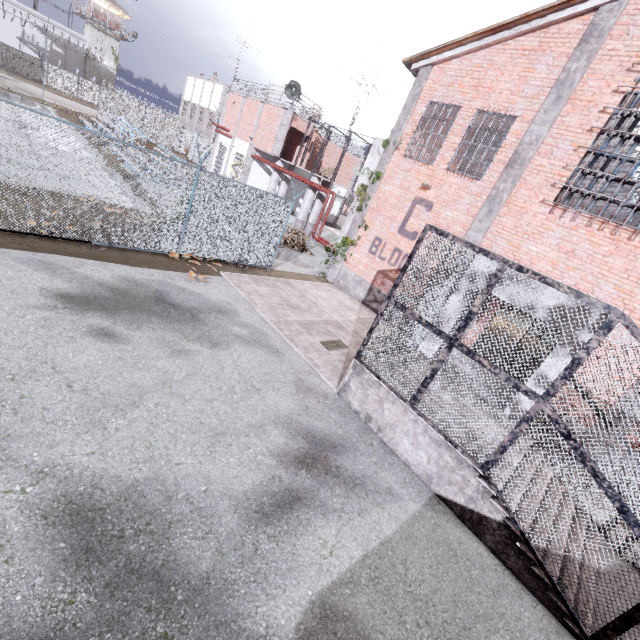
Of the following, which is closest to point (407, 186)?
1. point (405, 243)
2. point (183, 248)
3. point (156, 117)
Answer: point (405, 243)

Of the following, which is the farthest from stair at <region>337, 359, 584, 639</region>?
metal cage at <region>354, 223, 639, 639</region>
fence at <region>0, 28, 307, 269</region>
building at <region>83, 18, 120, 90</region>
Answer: building at <region>83, 18, 120, 90</region>

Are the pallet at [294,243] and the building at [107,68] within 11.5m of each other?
no

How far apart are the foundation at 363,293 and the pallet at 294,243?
3.95m

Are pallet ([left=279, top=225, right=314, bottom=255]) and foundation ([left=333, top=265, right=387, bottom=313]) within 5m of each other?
yes

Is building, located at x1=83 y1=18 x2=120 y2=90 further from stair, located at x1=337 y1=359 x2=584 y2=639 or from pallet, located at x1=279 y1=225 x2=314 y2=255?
stair, located at x1=337 y1=359 x2=584 y2=639

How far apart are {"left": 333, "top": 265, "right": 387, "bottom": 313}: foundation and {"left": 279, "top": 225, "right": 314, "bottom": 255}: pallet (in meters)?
3.95

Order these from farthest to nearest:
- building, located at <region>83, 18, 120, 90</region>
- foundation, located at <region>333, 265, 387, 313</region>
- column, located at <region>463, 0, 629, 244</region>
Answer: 1. building, located at <region>83, 18, 120, 90</region>
2. foundation, located at <region>333, 265, 387, 313</region>
3. column, located at <region>463, 0, 629, 244</region>
